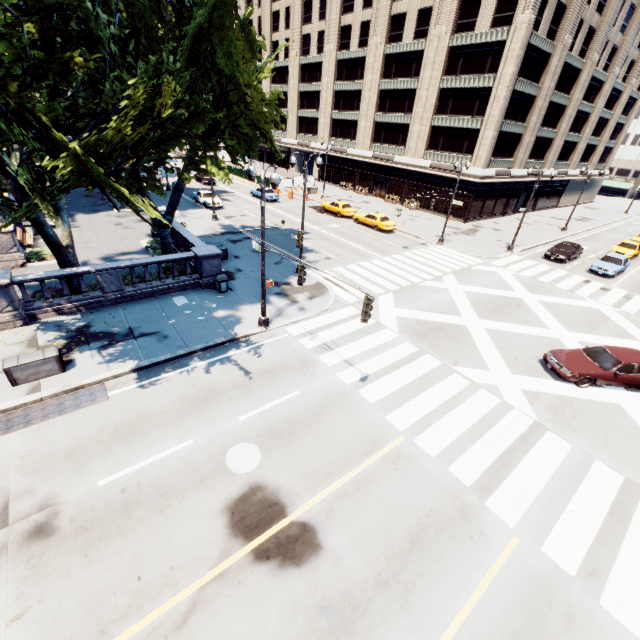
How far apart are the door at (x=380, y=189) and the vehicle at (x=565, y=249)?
24.5m

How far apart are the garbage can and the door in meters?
37.6 m

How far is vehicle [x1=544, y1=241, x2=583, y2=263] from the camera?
29.2m

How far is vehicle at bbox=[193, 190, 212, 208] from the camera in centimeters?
3519cm

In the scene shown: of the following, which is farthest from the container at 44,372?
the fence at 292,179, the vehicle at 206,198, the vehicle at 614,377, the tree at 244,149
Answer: the fence at 292,179

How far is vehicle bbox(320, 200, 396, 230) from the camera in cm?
3309

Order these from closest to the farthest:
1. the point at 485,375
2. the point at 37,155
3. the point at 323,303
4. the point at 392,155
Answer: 1. the point at 485,375
2. the point at 323,303
3. the point at 37,155
4. the point at 392,155

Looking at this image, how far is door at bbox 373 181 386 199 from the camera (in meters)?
48.66
